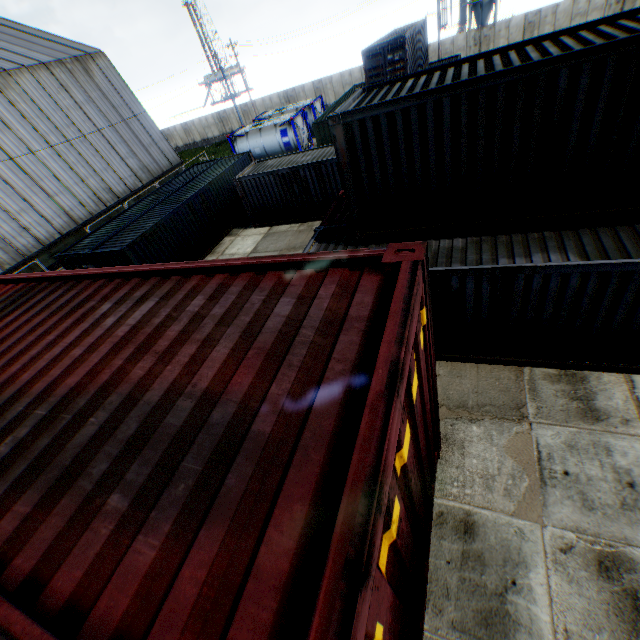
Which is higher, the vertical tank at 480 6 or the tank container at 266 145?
the vertical tank at 480 6

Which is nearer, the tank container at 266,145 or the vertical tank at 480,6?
the tank container at 266,145

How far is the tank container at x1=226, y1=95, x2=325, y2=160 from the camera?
27.7 meters

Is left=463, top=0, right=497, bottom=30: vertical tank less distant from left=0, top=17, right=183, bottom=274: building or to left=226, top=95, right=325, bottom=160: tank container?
left=226, top=95, right=325, bottom=160: tank container

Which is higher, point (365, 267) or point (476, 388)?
point (365, 267)

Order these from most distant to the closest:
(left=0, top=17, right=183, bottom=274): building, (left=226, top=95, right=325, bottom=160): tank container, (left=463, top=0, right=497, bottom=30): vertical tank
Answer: (left=463, top=0, right=497, bottom=30): vertical tank
(left=226, top=95, right=325, bottom=160): tank container
(left=0, top=17, right=183, bottom=274): building

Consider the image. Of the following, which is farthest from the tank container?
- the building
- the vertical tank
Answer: the vertical tank
